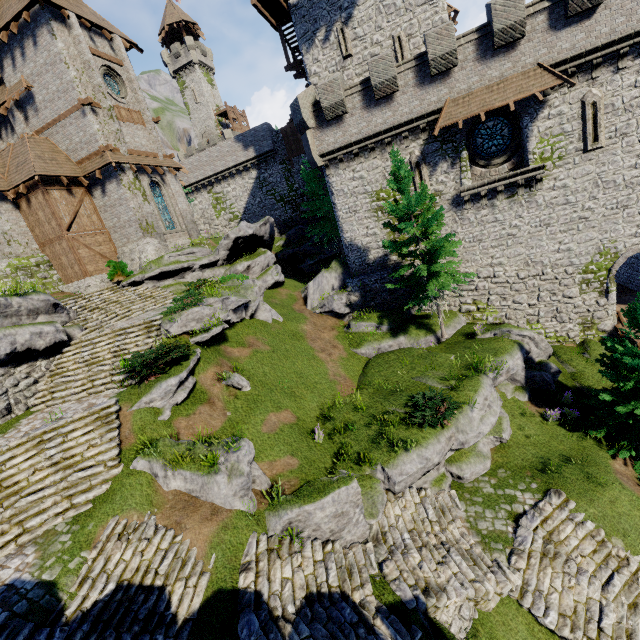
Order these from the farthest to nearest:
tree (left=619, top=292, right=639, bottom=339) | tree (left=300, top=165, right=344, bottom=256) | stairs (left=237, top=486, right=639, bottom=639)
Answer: tree (left=300, top=165, right=344, bottom=256)
tree (left=619, top=292, right=639, bottom=339)
stairs (left=237, top=486, right=639, bottom=639)

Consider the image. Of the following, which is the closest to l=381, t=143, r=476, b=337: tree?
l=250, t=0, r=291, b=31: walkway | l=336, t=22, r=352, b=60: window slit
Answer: l=336, t=22, r=352, b=60: window slit

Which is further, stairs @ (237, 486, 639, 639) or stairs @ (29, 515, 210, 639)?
stairs @ (237, 486, 639, 639)

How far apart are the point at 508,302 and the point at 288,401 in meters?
14.8 m

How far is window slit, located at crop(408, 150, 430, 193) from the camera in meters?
18.8 m

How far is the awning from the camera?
15.4 meters

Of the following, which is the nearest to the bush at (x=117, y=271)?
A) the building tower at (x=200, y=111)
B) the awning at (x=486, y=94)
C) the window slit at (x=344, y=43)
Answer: the awning at (x=486, y=94)

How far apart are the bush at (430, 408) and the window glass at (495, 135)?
13.95m
